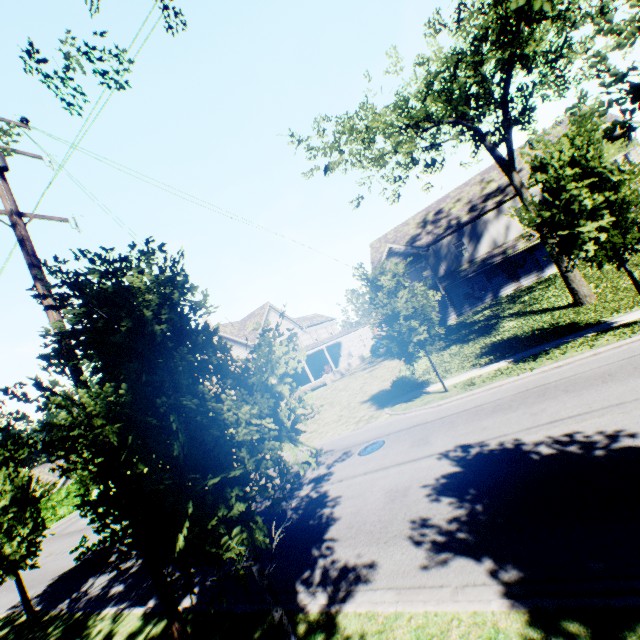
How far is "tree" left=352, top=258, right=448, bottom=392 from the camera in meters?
12.9 m

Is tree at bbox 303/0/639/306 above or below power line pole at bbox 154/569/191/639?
above

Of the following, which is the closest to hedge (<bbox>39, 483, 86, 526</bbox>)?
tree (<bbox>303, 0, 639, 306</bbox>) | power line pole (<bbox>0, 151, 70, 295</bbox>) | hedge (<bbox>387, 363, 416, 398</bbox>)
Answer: tree (<bbox>303, 0, 639, 306</bbox>)

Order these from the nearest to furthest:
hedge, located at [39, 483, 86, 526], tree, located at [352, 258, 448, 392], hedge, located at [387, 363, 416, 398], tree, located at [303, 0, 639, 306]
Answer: tree, located at [303, 0, 639, 306] < tree, located at [352, 258, 448, 392] < hedge, located at [387, 363, 416, 398] < hedge, located at [39, 483, 86, 526]

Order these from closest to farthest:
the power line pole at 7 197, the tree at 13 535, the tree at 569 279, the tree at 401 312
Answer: the tree at 13 535 < the power line pole at 7 197 < the tree at 569 279 < the tree at 401 312

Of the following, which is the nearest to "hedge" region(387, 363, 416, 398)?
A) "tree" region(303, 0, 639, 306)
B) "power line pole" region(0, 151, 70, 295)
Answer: "tree" region(303, 0, 639, 306)

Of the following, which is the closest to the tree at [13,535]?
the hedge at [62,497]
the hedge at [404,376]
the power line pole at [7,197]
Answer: the power line pole at [7,197]

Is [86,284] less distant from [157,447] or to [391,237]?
[157,447]
